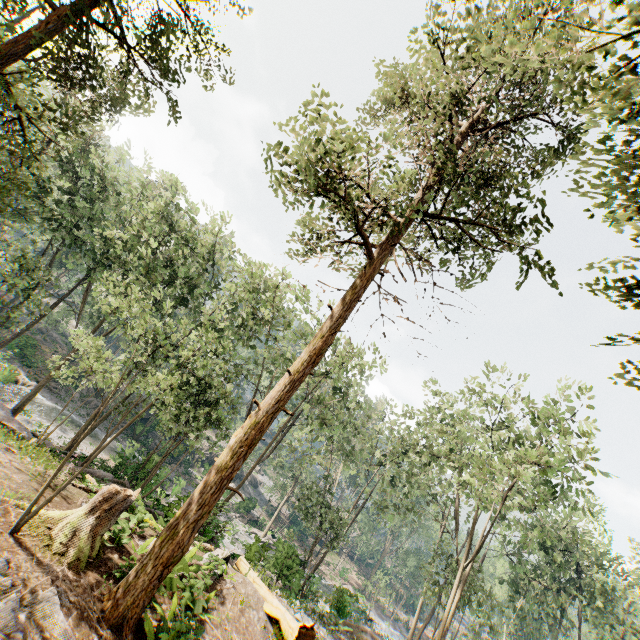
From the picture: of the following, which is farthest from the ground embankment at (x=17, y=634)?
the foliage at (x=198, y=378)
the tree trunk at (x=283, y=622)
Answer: the tree trunk at (x=283, y=622)

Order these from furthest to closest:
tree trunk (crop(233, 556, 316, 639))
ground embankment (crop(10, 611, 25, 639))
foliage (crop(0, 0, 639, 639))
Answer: tree trunk (crop(233, 556, 316, 639))
foliage (crop(0, 0, 639, 639))
ground embankment (crop(10, 611, 25, 639))

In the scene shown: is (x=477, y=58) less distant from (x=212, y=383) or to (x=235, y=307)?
(x=212, y=383)

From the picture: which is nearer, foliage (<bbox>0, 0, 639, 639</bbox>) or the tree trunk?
foliage (<bbox>0, 0, 639, 639</bbox>)

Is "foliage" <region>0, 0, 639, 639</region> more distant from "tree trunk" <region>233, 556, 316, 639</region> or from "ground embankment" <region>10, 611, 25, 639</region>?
"tree trunk" <region>233, 556, 316, 639</region>

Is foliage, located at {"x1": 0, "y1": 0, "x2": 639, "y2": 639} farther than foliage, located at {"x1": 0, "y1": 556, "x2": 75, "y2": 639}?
Yes

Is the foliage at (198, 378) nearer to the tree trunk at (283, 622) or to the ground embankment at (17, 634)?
the ground embankment at (17, 634)

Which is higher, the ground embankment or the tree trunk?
the tree trunk
